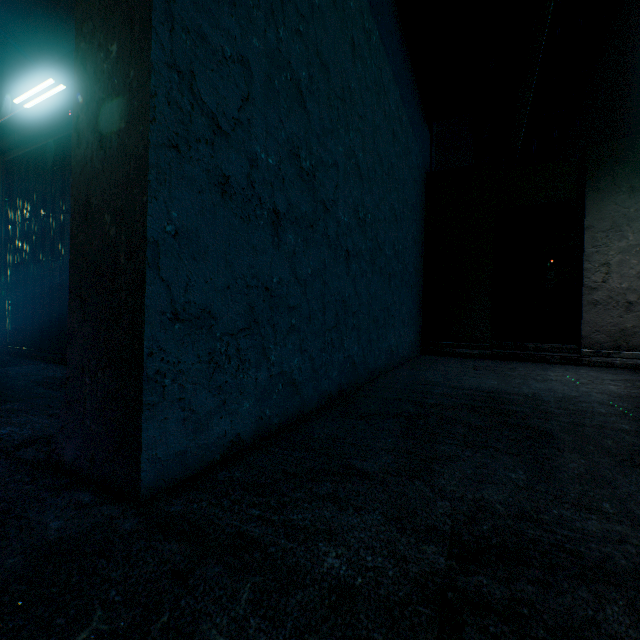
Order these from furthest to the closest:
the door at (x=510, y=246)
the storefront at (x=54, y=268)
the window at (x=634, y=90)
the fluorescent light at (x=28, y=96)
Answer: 1. the window at (x=634, y=90)
2. the door at (x=510, y=246)
3. the storefront at (x=54, y=268)
4. the fluorescent light at (x=28, y=96)

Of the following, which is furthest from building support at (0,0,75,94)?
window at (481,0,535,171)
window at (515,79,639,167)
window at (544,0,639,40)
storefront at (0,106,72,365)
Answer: window at (544,0,639,40)

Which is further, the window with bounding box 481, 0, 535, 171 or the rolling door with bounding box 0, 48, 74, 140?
the window with bounding box 481, 0, 535, 171

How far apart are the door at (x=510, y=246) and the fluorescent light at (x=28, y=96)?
5.5m

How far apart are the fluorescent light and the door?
5.5 meters

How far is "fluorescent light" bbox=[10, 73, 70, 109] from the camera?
2.7m

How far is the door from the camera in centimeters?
466cm

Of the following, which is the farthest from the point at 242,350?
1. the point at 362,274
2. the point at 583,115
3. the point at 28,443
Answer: the point at 583,115
